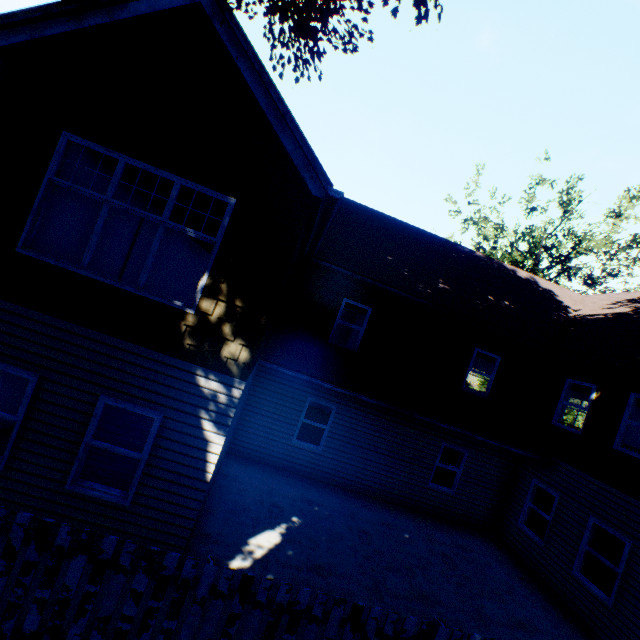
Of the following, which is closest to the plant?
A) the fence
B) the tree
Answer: the fence

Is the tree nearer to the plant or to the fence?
the plant

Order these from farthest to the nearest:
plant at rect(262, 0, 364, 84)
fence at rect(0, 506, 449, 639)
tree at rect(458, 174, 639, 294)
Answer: tree at rect(458, 174, 639, 294) < plant at rect(262, 0, 364, 84) < fence at rect(0, 506, 449, 639)

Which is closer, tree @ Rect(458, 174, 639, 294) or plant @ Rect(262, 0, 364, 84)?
plant @ Rect(262, 0, 364, 84)

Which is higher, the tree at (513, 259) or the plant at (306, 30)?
the tree at (513, 259)

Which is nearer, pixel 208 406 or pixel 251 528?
pixel 208 406

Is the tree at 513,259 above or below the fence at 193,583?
above

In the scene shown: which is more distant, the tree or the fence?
the tree
